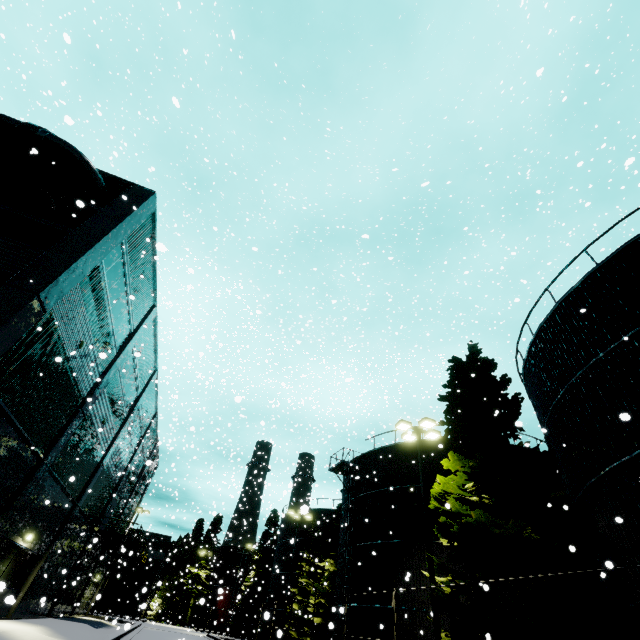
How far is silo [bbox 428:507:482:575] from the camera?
17.36m

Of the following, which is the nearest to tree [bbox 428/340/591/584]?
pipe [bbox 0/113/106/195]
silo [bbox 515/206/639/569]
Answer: silo [bbox 515/206/639/569]

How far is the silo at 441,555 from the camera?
17.4 meters

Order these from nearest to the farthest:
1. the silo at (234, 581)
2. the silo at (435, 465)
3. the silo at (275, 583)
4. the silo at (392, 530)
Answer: the silo at (392, 530) < the silo at (435, 465) < the silo at (275, 583) < the silo at (234, 581)

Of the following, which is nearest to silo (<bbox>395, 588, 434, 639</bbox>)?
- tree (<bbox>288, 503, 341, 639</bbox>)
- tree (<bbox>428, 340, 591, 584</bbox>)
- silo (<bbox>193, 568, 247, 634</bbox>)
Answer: tree (<bbox>428, 340, 591, 584</bbox>)

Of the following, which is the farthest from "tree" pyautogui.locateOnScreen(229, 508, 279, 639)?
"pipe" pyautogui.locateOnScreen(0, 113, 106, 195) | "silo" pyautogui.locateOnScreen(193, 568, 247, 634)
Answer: "pipe" pyautogui.locateOnScreen(0, 113, 106, 195)

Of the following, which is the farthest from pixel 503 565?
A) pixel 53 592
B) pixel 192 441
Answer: pixel 192 441
